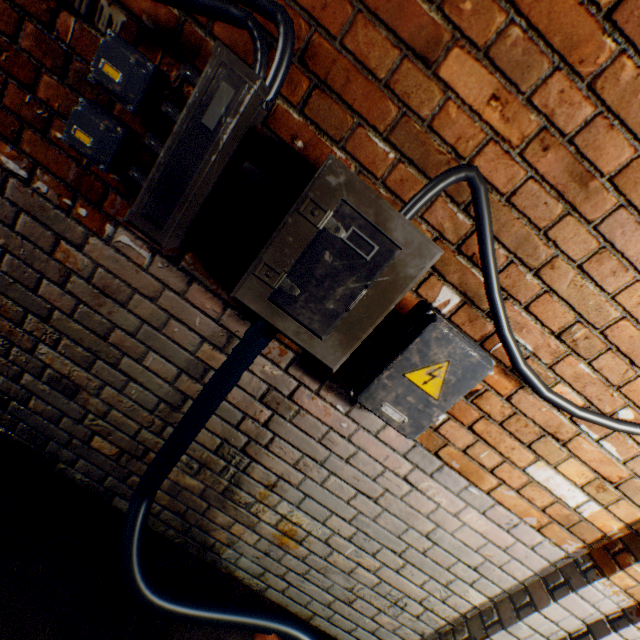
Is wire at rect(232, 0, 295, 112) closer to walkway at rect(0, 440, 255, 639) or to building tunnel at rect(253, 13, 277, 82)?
building tunnel at rect(253, 13, 277, 82)

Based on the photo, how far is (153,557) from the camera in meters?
1.6 m

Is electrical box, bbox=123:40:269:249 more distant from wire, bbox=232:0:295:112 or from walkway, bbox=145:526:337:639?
walkway, bbox=145:526:337:639

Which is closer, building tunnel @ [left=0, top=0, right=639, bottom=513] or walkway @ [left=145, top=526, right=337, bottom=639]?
building tunnel @ [left=0, top=0, right=639, bottom=513]

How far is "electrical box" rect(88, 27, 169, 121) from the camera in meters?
0.8

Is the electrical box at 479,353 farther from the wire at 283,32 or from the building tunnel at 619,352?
the wire at 283,32

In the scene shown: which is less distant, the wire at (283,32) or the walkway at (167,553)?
the wire at (283,32)
